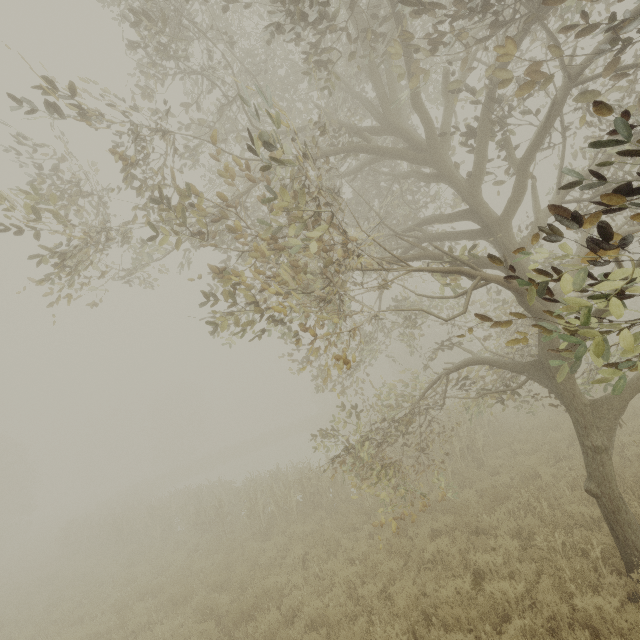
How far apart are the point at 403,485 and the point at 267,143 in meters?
8.6 m
